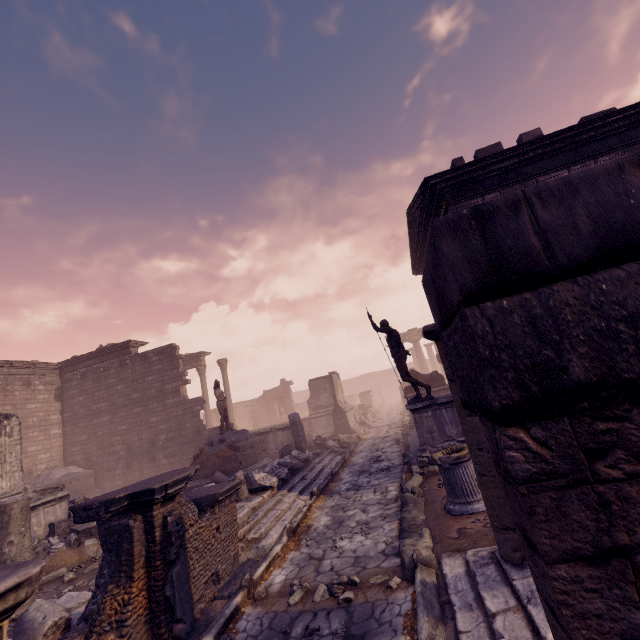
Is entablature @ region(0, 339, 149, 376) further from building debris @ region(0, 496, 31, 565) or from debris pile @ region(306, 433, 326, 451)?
building debris @ region(0, 496, 31, 565)

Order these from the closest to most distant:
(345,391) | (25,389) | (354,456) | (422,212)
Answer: (422,212) → (354,456) → (25,389) → (345,391)

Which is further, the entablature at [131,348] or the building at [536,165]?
the entablature at [131,348]

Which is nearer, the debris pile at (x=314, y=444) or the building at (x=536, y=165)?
the building at (x=536, y=165)

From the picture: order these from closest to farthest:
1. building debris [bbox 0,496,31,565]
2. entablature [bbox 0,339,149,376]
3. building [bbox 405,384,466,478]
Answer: building debris [bbox 0,496,31,565] < building [bbox 405,384,466,478] < entablature [bbox 0,339,149,376]

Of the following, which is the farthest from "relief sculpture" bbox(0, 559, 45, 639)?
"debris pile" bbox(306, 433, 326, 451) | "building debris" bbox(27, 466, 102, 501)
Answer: "building debris" bbox(27, 466, 102, 501)

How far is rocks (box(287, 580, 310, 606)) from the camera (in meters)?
4.24

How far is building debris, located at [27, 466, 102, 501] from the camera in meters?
15.1
